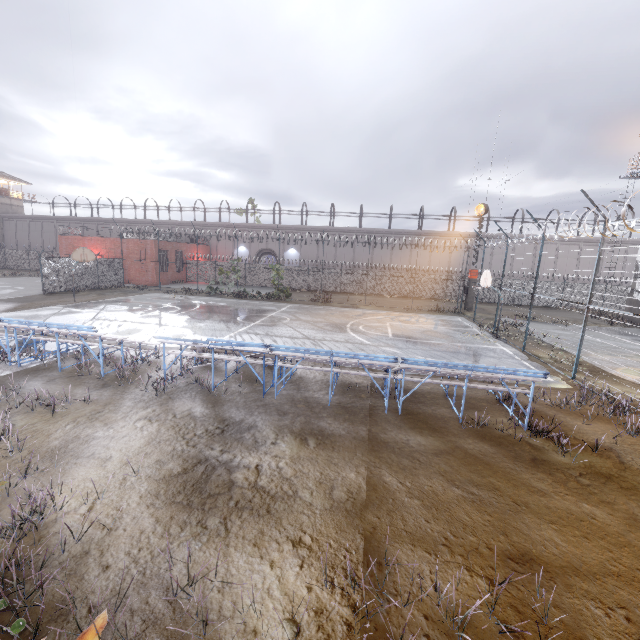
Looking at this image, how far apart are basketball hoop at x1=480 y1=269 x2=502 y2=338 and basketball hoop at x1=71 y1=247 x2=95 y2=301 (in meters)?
24.38

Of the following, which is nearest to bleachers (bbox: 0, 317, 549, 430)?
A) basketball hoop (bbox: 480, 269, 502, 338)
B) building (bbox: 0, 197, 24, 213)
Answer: basketball hoop (bbox: 480, 269, 502, 338)

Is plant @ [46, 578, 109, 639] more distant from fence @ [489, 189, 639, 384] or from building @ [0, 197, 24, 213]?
building @ [0, 197, 24, 213]

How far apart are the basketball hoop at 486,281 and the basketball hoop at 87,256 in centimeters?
2438cm

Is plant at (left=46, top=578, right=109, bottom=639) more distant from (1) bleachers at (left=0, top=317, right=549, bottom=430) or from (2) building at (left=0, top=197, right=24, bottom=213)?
(2) building at (left=0, top=197, right=24, bottom=213)

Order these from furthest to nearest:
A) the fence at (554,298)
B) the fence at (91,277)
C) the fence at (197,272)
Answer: the fence at (197,272) < the fence at (91,277) < the fence at (554,298)

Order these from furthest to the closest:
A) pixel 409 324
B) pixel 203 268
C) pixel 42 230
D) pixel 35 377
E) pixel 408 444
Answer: pixel 42 230, pixel 203 268, pixel 409 324, pixel 35 377, pixel 408 444

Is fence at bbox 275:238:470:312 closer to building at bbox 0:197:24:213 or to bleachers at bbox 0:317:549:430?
bleachers at bbox 0:317:549:430
